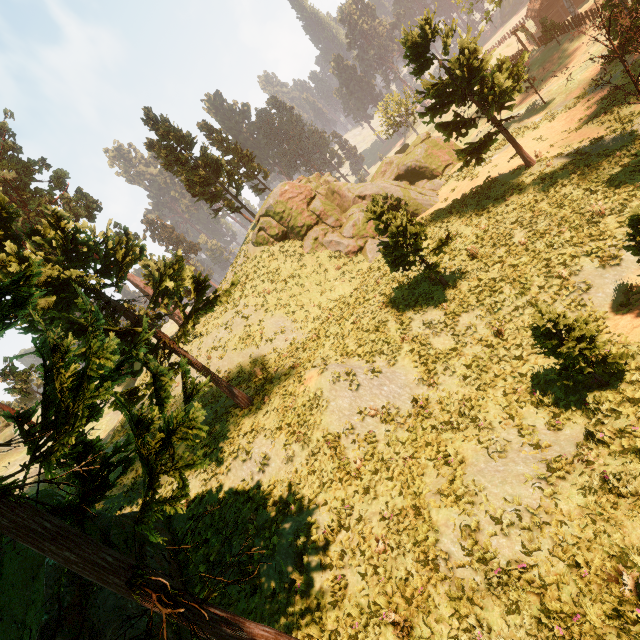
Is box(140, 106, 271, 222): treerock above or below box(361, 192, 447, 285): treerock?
above

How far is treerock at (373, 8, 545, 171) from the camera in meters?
17.4

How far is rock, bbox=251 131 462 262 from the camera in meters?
28.8 m

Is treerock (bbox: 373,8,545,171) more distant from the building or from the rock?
the rock

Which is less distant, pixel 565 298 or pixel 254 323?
pixel 565 298

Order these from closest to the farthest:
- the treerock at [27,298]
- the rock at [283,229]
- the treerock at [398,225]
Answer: the treerock at [27,298] → the treerock at [398,225] → the rock at [283,229]

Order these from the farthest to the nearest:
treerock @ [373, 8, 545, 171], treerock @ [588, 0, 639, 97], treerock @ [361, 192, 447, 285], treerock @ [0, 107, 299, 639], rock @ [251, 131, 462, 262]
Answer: rock @ [251, 131, 462, 262]
treerock @ [373, 8, 545, 171]
treerock @ [361, 192, 447, 285]
treerock @ [588, 0, 639, 97]
treerock @ [0, 107, 299, 639]

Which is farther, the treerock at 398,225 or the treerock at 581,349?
the treerock at 398,225
